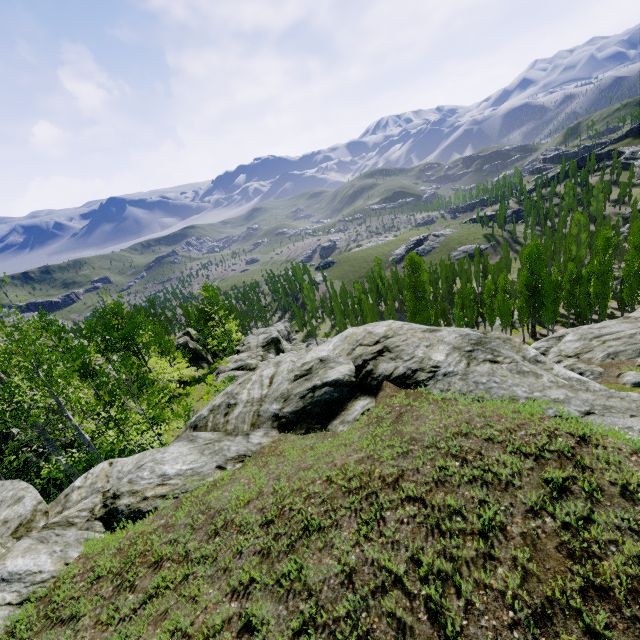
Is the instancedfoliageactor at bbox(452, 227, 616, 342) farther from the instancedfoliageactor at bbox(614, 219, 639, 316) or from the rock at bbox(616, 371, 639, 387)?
the rock at bbox(616, 371, 639, 387)

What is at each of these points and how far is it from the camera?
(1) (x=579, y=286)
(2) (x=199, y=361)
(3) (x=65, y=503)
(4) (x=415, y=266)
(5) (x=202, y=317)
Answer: (1) instancedfoliageactor, 45.9m
(2) rock, 46.4m
(3) rock, 8.3m
(4) instancedfoliageactor, 49.4m
(5) instancedfoliageactor, 53.2m

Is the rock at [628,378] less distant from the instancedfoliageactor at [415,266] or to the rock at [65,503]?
the rock at [65,503]

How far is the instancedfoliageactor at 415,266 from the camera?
49.1m

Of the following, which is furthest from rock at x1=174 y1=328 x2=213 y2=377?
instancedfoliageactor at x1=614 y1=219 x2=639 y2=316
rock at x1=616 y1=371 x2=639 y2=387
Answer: instancedfoliageactor at x1=614 y1=219 x2=639 y2=316

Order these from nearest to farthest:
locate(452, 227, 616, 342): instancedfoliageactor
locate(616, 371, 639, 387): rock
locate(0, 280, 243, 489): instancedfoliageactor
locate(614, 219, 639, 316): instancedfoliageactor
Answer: locate(0, 280, 243, 489): instancedfoliageactor, locate(616, 371, 639, 387): rock, locate(614, 219, 639, 316): instancedfoliageactor, locate(452, 227, 616, 342): instancedfoliageactor

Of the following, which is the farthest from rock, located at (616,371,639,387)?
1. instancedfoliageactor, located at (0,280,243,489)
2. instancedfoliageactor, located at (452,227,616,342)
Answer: instancedfoliageactor, located at (0,280,243,489)

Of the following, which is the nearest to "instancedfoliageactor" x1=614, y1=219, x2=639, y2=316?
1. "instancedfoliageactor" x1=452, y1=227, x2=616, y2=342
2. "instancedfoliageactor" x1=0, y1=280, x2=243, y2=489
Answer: "instancedfoliageactor" x1=452, y1=227, x2=616, y2=342
